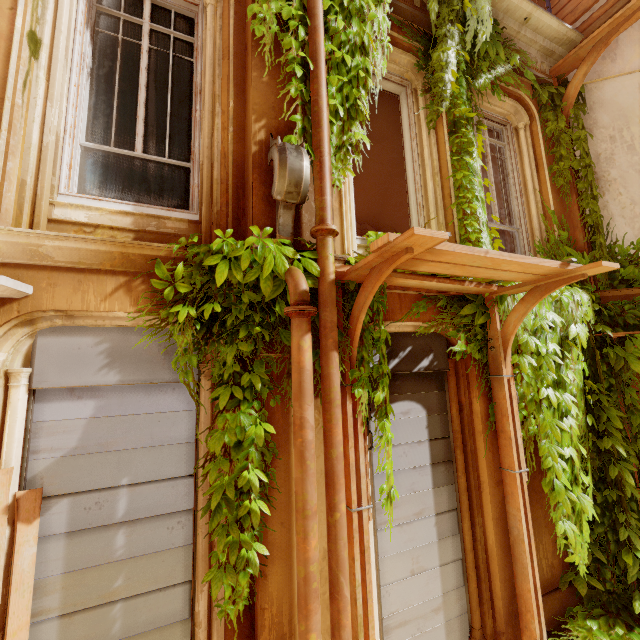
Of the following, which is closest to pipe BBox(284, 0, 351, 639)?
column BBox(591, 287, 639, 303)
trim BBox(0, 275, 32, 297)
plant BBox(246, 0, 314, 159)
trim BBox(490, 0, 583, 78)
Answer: plant BBox(246, 0, 314, 159)

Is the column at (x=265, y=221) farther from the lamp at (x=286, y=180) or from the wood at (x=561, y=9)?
the wood at (x=561, y=9)

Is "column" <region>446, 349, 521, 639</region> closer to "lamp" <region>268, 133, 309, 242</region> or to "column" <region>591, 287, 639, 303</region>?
"lamp" <region>268, 133, 309, 242</region>

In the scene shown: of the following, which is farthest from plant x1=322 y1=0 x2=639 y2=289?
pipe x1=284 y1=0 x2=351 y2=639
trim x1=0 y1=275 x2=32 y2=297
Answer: trim x1=0 y1=275 x2=32 y2=297

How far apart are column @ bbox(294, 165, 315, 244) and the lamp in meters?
0.0 m

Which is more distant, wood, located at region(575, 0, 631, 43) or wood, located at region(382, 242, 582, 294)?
wood, located at region(575, 0, 631, 43)

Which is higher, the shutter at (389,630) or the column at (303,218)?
the column at (303,218)

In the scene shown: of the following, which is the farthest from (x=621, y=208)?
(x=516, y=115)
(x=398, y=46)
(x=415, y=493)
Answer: (x=415, y=493)
